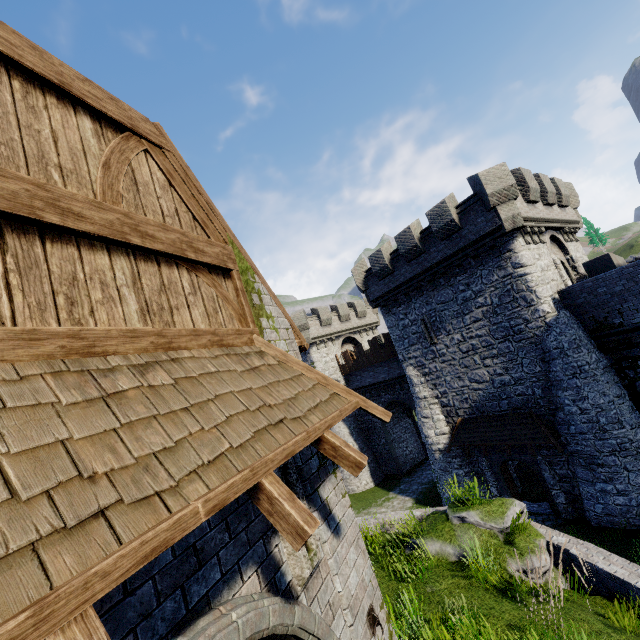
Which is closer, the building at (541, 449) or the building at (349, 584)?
the building at (349, 584)

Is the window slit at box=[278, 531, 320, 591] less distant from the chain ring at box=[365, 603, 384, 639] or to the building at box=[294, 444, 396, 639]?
the building at box=[294, 444, 396, 639]

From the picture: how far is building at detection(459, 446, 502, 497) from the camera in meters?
18.4

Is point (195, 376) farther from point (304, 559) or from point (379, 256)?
point (379, 256)

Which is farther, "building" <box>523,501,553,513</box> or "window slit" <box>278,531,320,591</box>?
"building" <box>523,501,553,513</box>

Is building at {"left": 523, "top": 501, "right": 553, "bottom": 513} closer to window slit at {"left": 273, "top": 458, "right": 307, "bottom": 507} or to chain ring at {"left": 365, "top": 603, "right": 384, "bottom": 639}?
chain ring at {"left": 365, "top": 603, "right": 384, "bottom": 639}

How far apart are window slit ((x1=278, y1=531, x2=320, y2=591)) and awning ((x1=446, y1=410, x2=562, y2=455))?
15.57m

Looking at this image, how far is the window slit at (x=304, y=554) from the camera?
3.3 meters
